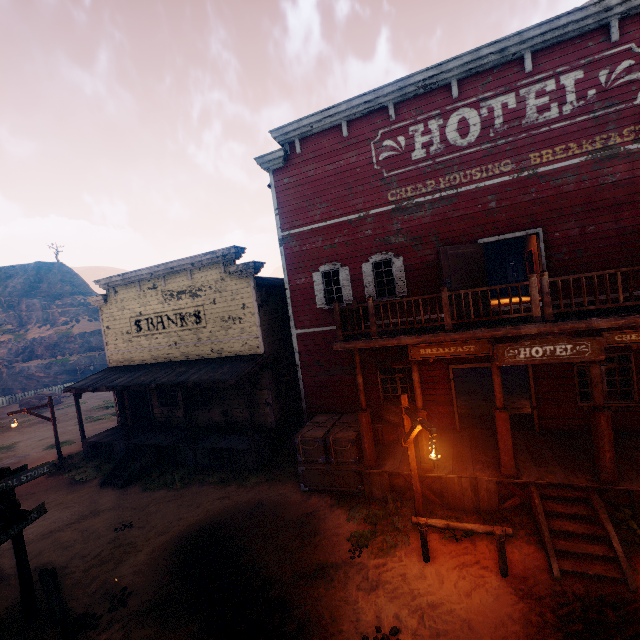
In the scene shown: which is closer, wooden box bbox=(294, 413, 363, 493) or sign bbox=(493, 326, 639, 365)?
sign bbox=(493, 326, 639, 365)

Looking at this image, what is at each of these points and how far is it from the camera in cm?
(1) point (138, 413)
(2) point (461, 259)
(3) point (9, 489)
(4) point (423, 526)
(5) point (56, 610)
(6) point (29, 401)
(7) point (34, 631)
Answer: (1) bp, 1750
(2) bp, 998
(3) sign, 693
(4) horse pole, 700
(5) horse pole, 607
(6) instancedfoliageactor, 2930
(7) z, 672

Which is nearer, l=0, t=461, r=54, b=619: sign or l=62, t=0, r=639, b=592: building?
l=0, t=461, r=54, b=619: sign

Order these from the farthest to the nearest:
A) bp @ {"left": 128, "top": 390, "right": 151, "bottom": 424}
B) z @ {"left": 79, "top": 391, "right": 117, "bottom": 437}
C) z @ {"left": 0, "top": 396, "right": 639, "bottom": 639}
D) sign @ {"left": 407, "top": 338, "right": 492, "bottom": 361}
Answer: z @ {"left": 79, "top": 391, "right": 117, "bottom": 437} → bp @ {"left": 128, "top": 390, "right": 151, "bottom": 424} → sign @ {"left": 407, "top": 338, "right": 492, "bottom": 361} → z @ {"left": 0, "top": 396, "right": 639, "bottom": 639}

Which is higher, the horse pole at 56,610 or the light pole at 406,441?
the light pole at 406,441

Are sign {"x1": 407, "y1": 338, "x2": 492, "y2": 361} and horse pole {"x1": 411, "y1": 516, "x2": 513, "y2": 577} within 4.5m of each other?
A: yes

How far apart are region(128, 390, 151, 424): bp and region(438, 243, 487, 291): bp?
16.3m

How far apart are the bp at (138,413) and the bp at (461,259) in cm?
1630
